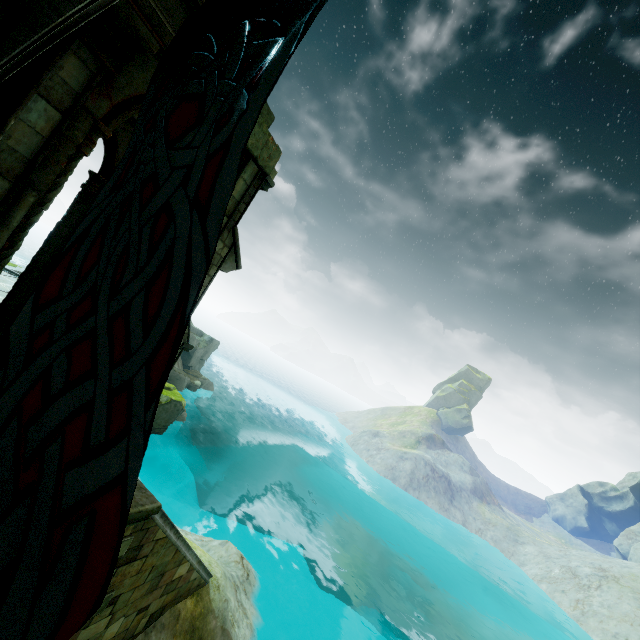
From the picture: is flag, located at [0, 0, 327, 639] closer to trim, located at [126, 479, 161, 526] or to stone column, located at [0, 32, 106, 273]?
trim, located at [126, 479, 161, 526]

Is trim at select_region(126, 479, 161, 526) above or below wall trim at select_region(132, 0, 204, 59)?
below

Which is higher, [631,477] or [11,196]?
[631,477]

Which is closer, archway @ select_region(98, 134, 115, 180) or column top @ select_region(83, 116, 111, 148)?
column top @ select_region(83, 116, 111, 148)

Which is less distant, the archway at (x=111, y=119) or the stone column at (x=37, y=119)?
the stone column at (x=37, y=119)

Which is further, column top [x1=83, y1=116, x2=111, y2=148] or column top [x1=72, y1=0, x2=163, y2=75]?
column top [x1=83, y1=116, x2=111, y2=148]

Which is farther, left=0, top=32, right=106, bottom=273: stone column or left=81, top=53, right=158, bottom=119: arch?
left=81, top=53, right=158, bottom=119: arch

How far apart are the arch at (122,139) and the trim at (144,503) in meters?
7.8
